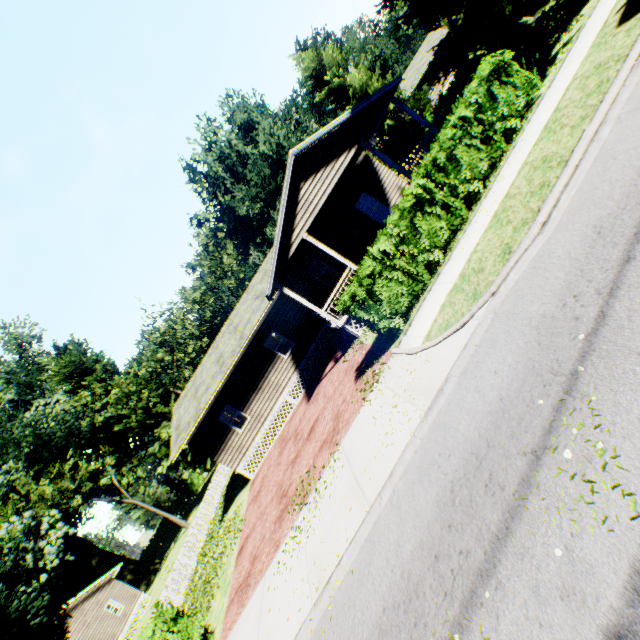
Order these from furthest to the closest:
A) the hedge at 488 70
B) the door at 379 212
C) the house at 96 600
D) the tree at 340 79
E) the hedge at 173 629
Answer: the house at 96 600 < the tree at 340 79 < the door at 379 212 < the hedge at 488 70 < the hedge at 173 629

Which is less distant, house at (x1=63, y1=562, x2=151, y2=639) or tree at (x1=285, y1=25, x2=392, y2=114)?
tree at (x1=285, y1=25, x2=392, y2=114)

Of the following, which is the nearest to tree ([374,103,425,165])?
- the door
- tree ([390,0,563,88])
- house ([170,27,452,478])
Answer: tree ([390,0,563,88])

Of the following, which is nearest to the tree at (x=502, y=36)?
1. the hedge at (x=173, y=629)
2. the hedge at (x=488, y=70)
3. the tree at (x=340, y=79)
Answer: the tree at (x=340, y=79)

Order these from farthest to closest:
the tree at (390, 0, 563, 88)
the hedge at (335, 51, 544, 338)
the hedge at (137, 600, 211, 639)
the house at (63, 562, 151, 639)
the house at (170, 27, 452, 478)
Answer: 1. the house at (63, 562, 151, 639)
2. the house at (170, 27, 452, 478)
3. the tree at (390, 0, 563, 88)
4. the hedge at (335, 51, 544, 338)
5. the hedge at (137, 600, 211, 639)

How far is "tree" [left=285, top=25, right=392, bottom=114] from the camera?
20.7 meters

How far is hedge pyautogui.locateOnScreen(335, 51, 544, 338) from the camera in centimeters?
973cm

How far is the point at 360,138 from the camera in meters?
14.4
